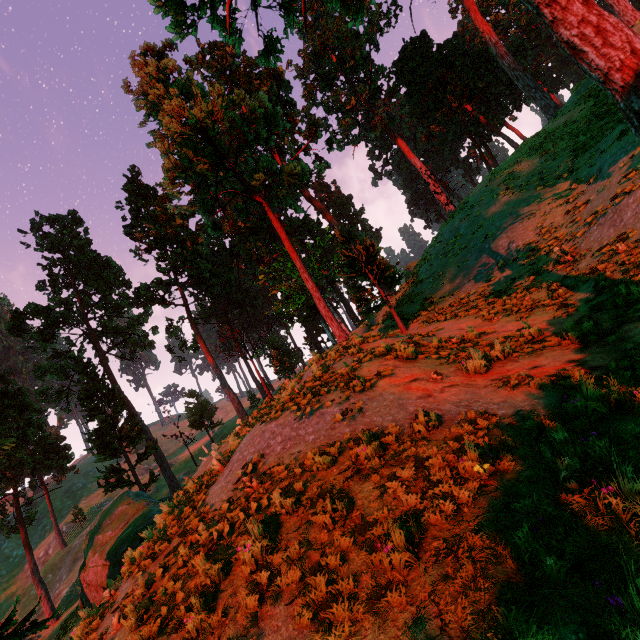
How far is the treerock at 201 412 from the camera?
43.5m

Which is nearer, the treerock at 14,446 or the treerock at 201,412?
the treerock at 14,446

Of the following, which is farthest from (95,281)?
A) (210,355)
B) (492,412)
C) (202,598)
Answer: (492,412)

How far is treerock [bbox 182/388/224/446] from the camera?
43.5m

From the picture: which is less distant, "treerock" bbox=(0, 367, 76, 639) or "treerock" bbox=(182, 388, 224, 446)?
"treerock" bbox=(0, 367, 76, 639)

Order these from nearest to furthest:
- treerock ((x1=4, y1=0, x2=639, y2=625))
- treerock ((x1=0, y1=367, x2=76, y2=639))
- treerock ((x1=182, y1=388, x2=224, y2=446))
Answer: treerock ((x1=4, y1=0, x2=639, y2=625)) → treerock ((x1=0, y1=367, x2=76, y2=639)) → treerock ((x1=182, y1=388, x2=224, y2=446))
